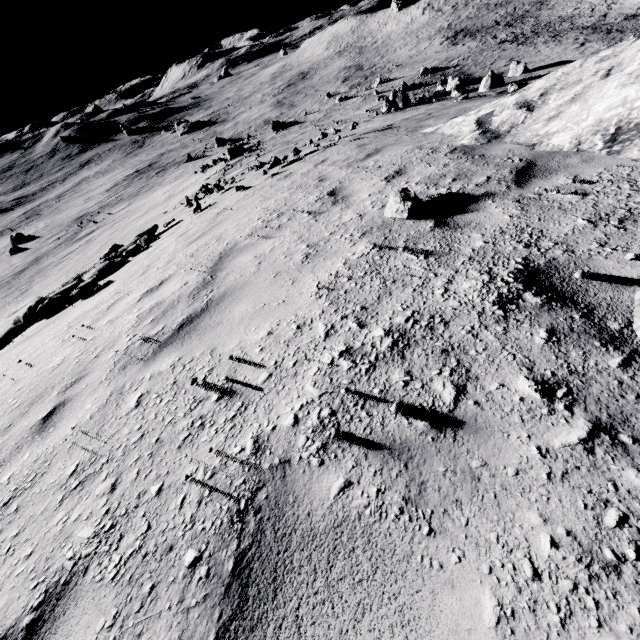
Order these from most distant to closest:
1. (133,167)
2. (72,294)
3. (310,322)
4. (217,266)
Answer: (133,167) → (72,294) → (217,266) → (310,322)

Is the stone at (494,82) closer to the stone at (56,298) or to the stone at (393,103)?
the stone at (393,103)

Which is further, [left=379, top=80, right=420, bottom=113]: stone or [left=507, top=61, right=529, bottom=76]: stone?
[left=507, top=61, right=529, bottom=76]: stone

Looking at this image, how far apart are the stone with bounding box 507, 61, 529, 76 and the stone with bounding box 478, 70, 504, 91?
→ 6.24m

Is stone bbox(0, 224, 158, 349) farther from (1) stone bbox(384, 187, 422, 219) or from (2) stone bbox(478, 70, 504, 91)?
(2) stone bbox(478, 70, 504, 91)

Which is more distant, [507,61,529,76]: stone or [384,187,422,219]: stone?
[507,61,529,76]: stone

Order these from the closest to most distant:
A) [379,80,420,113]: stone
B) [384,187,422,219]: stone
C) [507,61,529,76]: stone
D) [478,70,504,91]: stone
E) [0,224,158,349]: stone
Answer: [384,187,422,219]: stone < [0,224,158,349]: stone < [478,70,504,91]: stone < [379,80,420,113]: stone < [507,61,529,76]: stone

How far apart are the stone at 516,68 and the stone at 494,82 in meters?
6.2
